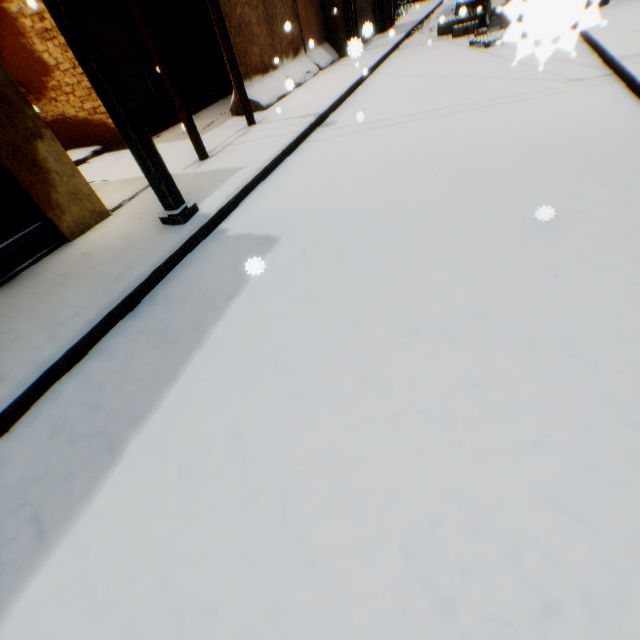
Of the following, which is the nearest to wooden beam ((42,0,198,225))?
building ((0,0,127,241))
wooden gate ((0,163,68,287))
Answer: building ((0,0,127,241))

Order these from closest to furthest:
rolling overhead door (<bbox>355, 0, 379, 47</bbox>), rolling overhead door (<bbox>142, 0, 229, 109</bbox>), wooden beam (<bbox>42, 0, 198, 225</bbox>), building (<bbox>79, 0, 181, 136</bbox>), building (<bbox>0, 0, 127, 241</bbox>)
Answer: wooden beam (<bbox>42, 0, 198, 225</bbox>) < building (<bbox>0, 0, 127, 241</bbox>) < rolling overhead door (<bbox>355, 0, 379, 47</bbox>) < building (<bbox>79, 0, 181, 136</bbox>) < rolling overhead door (<bbox>142, 0, 229, 109</bbox>)

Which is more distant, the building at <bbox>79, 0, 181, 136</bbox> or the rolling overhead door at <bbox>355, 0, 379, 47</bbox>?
the building at <bbox>79, 0, 181, 136</bbox>

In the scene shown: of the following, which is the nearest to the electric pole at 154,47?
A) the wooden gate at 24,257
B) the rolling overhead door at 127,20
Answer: the rolling overhead door at 127,20

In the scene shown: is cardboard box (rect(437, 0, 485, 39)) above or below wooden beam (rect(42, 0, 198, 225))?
below

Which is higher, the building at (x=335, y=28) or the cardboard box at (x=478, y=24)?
the building at (x=335, y=28)

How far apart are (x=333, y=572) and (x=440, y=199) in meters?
3.3

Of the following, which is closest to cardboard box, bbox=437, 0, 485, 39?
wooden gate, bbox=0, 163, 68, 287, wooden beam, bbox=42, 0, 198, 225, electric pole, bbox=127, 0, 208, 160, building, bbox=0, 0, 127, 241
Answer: building, bbox=0, 0, 127, 241
